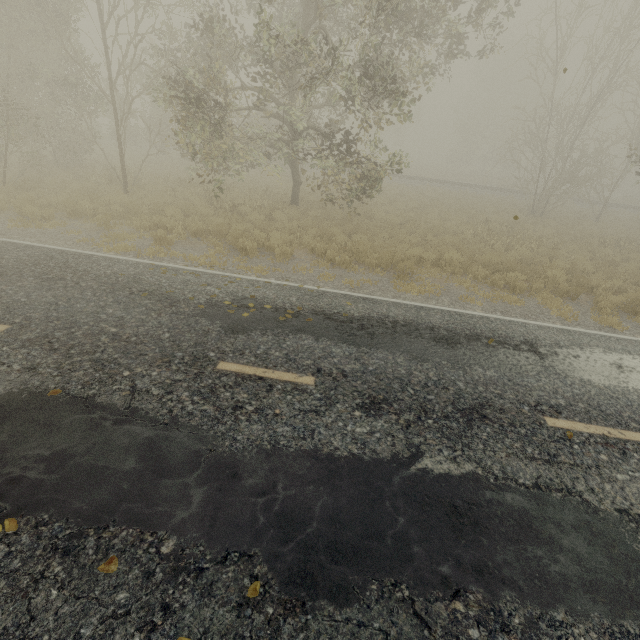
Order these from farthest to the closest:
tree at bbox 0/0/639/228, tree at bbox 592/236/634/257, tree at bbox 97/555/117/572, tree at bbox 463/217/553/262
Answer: tree at bbox 592/236/634/257
tree at bbox 463/217/553/262
tree at bbox 0/0/639/228
tree at bbox 97/555/117/572

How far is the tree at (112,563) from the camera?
2.66m

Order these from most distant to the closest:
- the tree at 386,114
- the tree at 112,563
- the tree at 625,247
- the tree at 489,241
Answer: the tree at 625,247, the tree at 489,241, the tree at 386,114, the tree at 112,563

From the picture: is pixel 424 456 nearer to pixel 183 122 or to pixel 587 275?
pixel 183 122

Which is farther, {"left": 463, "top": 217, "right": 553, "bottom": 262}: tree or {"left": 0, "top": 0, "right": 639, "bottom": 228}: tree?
{"left": 463, "top": 217, "right": 553, "bottom": 262}: tree

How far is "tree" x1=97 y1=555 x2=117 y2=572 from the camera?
2.7 meters
